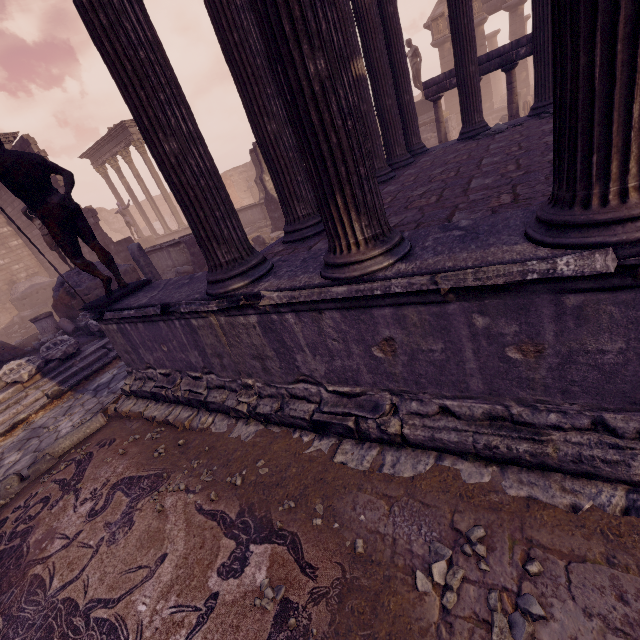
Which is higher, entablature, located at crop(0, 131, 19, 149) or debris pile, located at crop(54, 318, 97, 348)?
entablature, located at crop(0, 131, 19, 149)

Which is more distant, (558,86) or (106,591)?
(106,591)

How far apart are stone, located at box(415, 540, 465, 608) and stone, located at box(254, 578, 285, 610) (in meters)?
0.88

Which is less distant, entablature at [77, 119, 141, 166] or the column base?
the column base

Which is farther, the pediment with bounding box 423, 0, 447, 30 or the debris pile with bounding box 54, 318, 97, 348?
the pediment with bounding box 423, 0, 447, 30

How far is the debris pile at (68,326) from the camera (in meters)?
9.79

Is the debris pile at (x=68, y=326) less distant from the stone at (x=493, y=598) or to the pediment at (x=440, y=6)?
the stone at (x=493, y=598)

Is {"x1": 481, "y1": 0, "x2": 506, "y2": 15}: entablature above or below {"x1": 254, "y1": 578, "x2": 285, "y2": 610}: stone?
above
